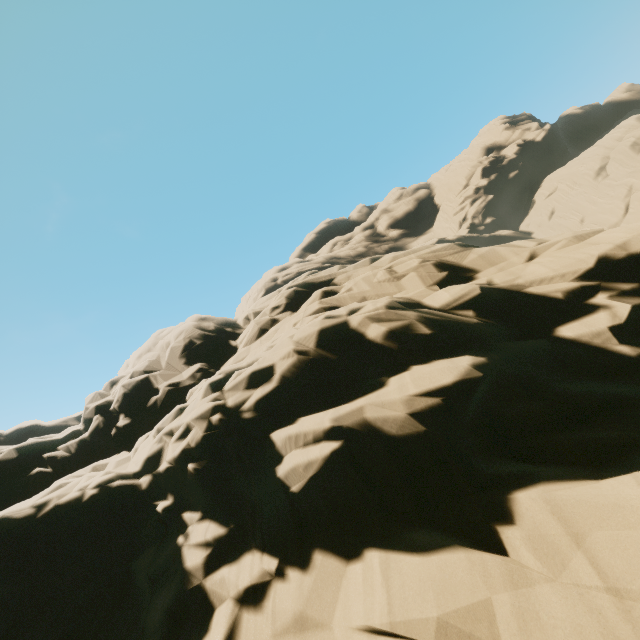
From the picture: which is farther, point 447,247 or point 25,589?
point 447,247
